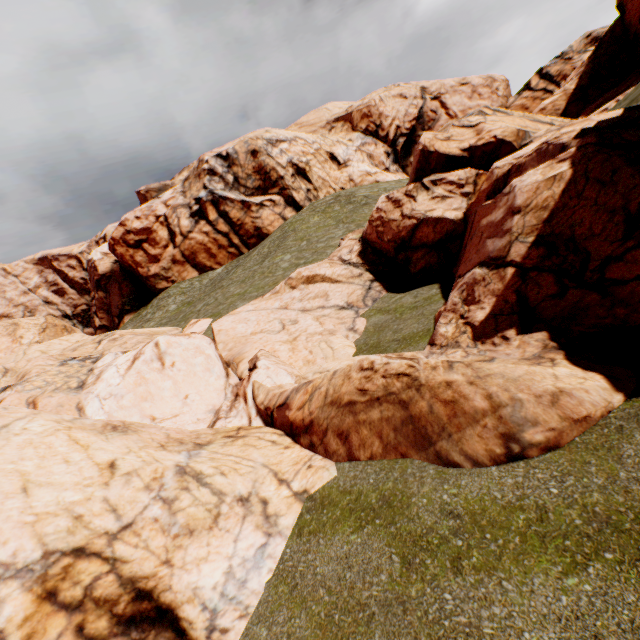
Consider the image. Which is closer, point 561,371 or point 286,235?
point 561,371
